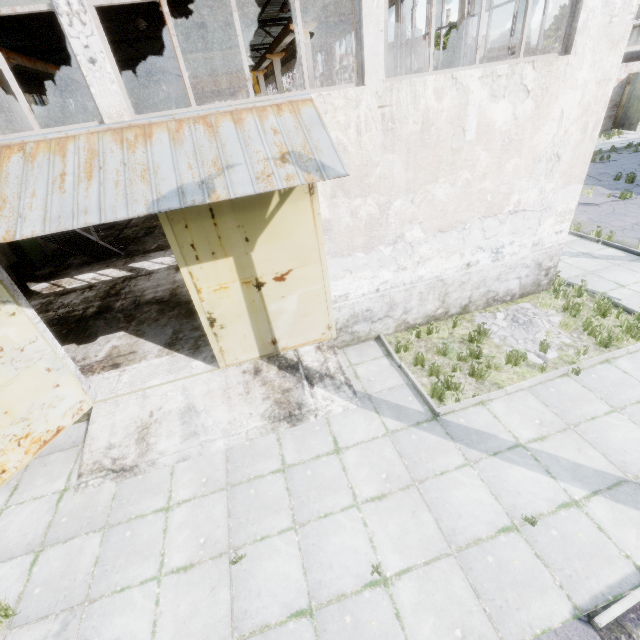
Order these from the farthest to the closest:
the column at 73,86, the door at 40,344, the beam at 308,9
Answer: the column at 73,86
the beam at 308,9
the door at 40,344

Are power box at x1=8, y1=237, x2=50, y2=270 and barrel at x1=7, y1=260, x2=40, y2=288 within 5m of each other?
yes

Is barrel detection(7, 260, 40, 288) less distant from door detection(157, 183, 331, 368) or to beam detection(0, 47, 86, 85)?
beam detection(0, 47, 86, 85)

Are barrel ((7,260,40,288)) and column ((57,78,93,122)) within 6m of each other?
no

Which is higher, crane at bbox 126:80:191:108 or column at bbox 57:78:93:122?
column at bbox 57:78:93:122

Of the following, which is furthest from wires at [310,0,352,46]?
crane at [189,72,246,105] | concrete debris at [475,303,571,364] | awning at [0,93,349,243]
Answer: concrete debris at [475,303,571,364]

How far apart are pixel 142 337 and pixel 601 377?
11.1 meters

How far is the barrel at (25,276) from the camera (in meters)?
13.01
